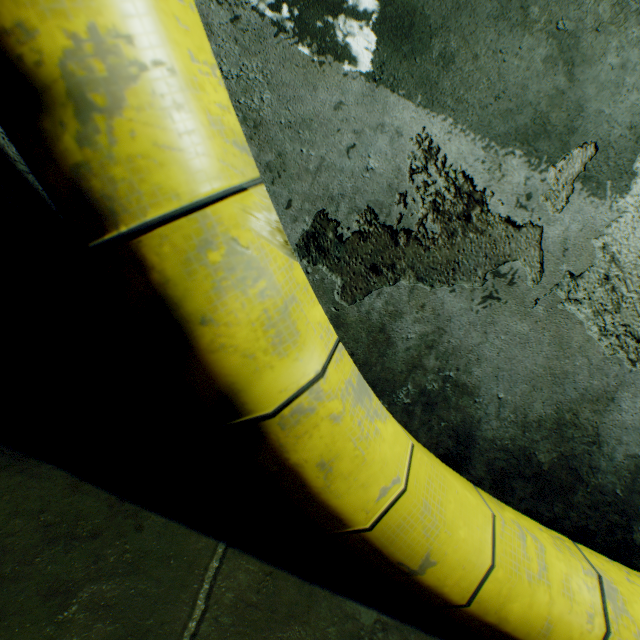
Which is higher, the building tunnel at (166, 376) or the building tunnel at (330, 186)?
the building tunnel at (330, 186)

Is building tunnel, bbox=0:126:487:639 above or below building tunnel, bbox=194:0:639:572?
below

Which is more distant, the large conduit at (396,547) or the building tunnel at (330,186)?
the building tunnel at (330,186)

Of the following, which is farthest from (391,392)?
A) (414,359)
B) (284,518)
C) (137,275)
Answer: (137,275)

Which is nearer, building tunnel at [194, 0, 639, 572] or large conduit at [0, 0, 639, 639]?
large conduit at [0, 0, 639, 639]
